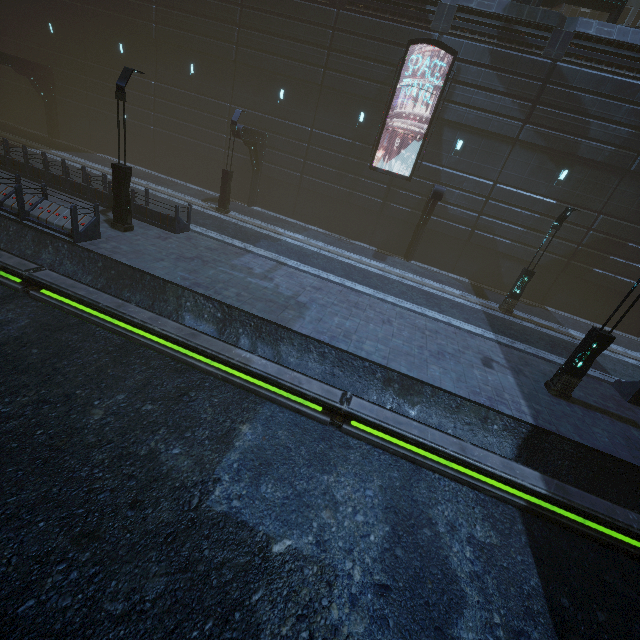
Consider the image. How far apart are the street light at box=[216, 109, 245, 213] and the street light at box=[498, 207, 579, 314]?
16.8m

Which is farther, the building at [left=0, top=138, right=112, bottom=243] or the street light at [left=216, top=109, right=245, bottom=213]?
the street light at [left=216, top=109, right=245, bottom=213]

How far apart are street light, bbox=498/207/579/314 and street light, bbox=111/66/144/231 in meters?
18.0 m

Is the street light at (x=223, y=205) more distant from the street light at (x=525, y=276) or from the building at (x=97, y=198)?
the street light at (x=525, y=276)

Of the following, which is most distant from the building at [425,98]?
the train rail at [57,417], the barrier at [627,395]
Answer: the barrier at [627,395]

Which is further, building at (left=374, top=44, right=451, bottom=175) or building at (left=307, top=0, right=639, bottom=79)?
building at (left=374, top=44, right=451, bottom=175)

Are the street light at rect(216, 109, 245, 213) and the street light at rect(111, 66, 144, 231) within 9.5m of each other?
yes

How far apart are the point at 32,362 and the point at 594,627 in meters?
12.8 m
